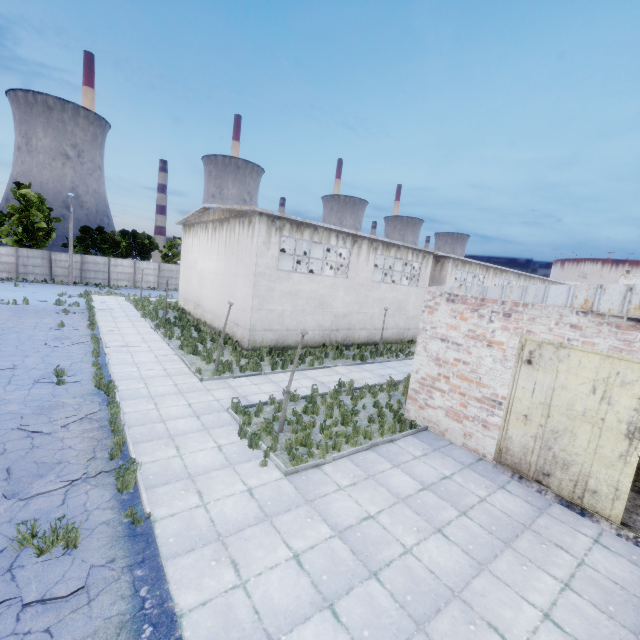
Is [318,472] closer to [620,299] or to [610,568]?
[610,568]

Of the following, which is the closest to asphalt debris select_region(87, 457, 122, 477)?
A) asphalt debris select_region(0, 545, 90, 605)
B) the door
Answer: asphalt debris select_region(0, 545, 90, 605)

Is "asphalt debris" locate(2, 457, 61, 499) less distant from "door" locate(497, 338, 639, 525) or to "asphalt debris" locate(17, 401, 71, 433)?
"asphalt debris" locate(17, 401, 71, 433)

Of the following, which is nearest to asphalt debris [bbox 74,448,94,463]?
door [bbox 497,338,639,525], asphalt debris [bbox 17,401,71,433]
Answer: asphalt debris [bbox 17,401,71,433]

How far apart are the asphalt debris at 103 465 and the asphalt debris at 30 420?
1.4 meters

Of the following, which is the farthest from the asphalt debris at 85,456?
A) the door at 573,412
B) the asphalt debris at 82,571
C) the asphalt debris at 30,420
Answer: the door at 573,412

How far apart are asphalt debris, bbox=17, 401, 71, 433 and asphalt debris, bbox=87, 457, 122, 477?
1.45m

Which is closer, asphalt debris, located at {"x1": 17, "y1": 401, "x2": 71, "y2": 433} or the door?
the door
